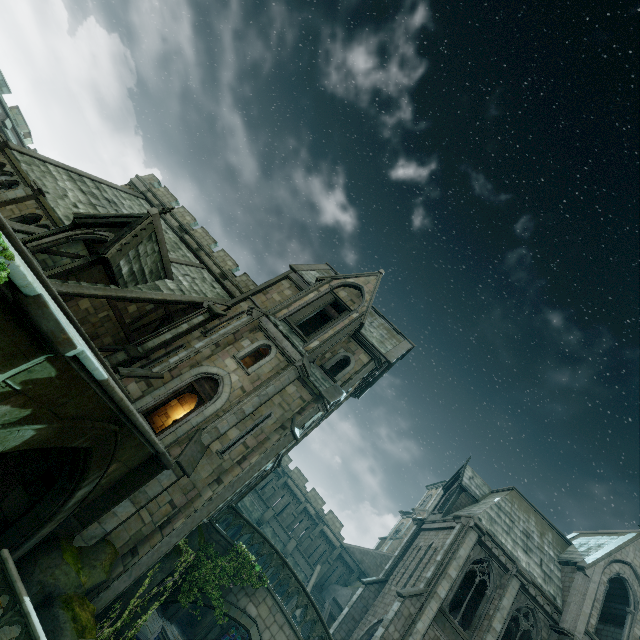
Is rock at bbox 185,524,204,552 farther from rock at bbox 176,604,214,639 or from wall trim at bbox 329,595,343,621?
wall trim at bbox 329,595,343,621

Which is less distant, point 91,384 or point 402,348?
point 91,384

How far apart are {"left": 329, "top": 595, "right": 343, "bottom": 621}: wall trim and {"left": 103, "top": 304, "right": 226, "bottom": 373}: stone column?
28.5m

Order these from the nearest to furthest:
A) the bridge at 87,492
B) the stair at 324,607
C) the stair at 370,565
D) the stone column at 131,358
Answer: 1. the bridge at 87,492
2. the stone column at 131,358
3. the stair at 324,607
4. the stair at 370,565

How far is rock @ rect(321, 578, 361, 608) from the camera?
31.2m

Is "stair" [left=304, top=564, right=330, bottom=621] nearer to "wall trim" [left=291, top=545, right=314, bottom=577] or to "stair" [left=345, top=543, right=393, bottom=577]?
"wall trim" [left=291, top=545, right=314, bottom=577]

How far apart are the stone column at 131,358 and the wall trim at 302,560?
24.9 meters

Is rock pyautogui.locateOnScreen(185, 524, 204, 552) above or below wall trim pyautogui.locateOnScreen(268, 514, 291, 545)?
below
